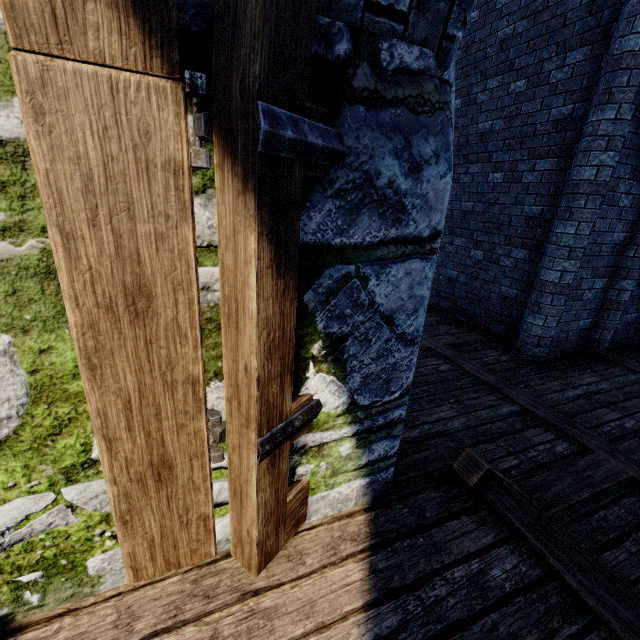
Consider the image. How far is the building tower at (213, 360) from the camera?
1.09m

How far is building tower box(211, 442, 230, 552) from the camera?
1.5 meters

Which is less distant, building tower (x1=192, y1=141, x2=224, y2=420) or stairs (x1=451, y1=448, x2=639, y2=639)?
building tower (x1=192, y1=141, x2=224, y2=420)

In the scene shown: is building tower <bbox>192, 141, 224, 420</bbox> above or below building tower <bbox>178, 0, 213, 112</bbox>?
below

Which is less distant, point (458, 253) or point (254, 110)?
point (254, 110)
